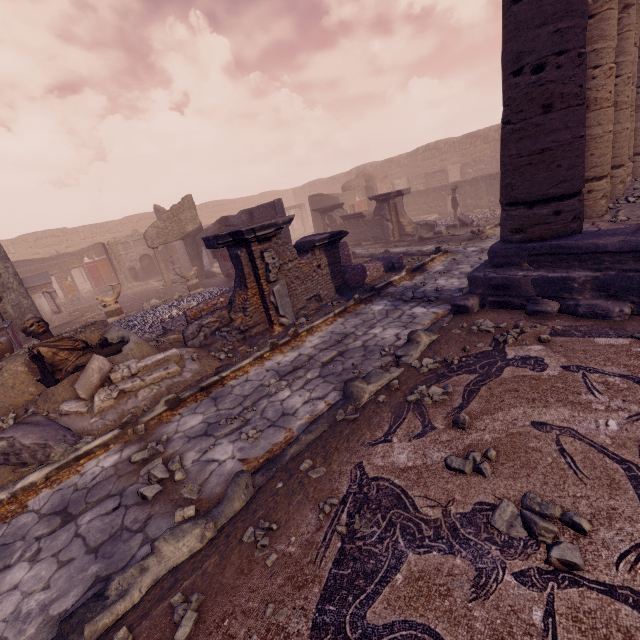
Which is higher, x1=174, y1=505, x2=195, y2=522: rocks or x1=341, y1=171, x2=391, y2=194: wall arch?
x1=341, y1=171, x2=391, y2=194: wall arch

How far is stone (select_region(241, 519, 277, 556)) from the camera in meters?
2.3 m

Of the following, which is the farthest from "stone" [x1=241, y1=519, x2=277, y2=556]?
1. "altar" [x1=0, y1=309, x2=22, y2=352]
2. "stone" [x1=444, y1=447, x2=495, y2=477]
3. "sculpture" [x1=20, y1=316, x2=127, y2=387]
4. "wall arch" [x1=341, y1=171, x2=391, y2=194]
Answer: "wall arch" [x1=341, y1=171, x2=391, y2=194]

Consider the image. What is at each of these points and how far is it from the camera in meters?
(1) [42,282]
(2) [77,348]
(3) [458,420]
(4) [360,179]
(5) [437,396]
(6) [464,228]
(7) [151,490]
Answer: (1) altar, 12.5
(2) sculpture, 5.6
(3) stone, 2.9
(4) wall arch, 24.8
(5) stone, 3.4
(6) debris pile, 13.5
(7) rocks, 3.4

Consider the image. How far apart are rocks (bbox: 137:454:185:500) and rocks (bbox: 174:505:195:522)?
0.2 meters

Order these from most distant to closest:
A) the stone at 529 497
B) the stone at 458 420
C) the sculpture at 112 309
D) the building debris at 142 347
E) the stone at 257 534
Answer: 1. the sculpture at 112 309
2. the building debris at 142 347
3. the stone at 458 420
4. the stone at 257 534
5. the stone at 529 497

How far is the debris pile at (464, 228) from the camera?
12.2 meters

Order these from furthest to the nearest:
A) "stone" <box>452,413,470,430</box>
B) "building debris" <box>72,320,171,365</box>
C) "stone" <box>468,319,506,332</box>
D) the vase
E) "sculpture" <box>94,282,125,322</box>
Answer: "sculpture" <box>94,282,125,322</box> < the vase < "building debris" <box>72,320,171,365</box> < "stone" <box>468,319,506,332</box> < "stone" <box>452,413,470,430</box>
